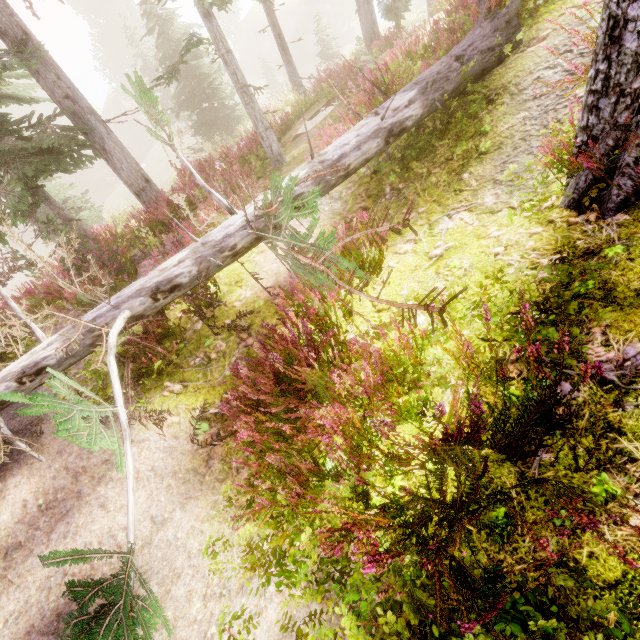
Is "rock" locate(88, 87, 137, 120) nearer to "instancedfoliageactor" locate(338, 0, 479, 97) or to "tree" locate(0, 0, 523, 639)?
"instancedfoliageactor" locate(338, 0, 479, 97)

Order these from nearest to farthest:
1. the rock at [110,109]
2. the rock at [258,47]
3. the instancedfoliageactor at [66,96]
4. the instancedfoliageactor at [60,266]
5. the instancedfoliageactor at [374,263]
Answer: the instancedfoliageactor at [374,263]
the instancedfoliageactor at [60,266]
the instancedfoliageactor at [66,96]
the rock at [258,47]
the rock at [110,109]

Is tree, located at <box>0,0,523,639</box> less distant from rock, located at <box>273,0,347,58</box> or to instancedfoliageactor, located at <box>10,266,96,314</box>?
instancedfoliageactor, located at <box>10,266,96,314</box>

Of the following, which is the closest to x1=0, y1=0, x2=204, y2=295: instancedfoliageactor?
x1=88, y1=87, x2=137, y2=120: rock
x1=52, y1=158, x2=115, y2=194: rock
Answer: x1=88, y1=87, x2=137, y2=120: rock

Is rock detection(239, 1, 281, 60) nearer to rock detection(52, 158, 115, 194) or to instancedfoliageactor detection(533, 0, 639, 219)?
instancedfoliageactor detection(533, 0, 639, 219)

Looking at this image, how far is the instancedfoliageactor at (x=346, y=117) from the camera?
5.5m

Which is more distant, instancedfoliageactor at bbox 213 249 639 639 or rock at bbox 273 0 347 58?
rock at bbox 273 0 347 58

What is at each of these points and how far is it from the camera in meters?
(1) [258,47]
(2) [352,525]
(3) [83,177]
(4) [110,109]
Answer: (1) rock, 50.3 m
(2) instancedfoliageactor, 1.8 m
(3) rock, 46.1 m
(4) rock, 56.5 m
